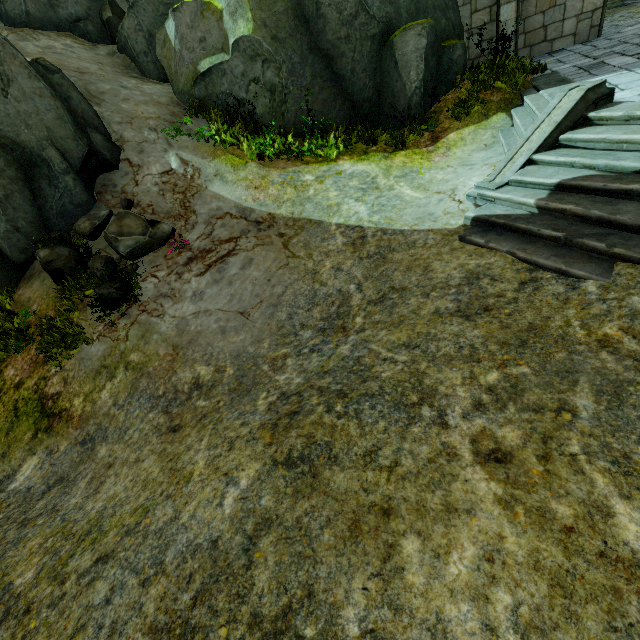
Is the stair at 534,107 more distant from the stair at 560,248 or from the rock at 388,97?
the rock at 388,97

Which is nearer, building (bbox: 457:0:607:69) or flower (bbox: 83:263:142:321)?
flower (bbox: 83:263:142:321)

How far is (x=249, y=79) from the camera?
9.8m

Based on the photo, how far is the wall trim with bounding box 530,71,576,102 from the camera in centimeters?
720cm

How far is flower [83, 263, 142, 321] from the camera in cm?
649

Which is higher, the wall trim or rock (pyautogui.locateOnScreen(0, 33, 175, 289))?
rock (pyautogui.locateOnScreen(0, 33, 175, 289))

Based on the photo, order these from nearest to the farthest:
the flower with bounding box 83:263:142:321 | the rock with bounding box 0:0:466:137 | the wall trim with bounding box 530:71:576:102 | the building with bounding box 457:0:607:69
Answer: the flower with bounding box 83:263:142:321 < the wall trim with bounding box 530:71:576:102 < the rock with bounding box 0:0:466:137 < the building with bounding box 457:0:607:69

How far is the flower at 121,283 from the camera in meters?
6.5 m
